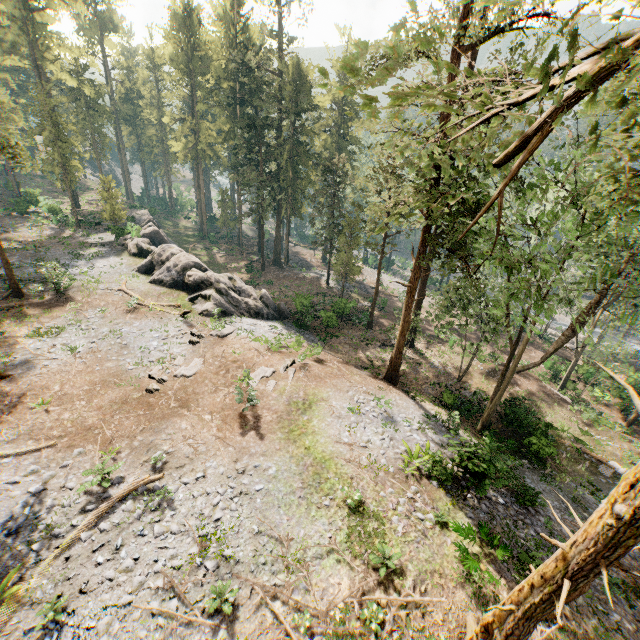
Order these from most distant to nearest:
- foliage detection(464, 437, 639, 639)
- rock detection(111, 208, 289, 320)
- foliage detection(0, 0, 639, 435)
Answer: rock detection(111, 208, 289, 320) → foliage detection(464, 437, 639, 639) → foliage detection(0, 0, 639, 435)

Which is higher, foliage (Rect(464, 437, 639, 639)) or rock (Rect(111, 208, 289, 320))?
foliage (Rect(464, 437, 639, 639))

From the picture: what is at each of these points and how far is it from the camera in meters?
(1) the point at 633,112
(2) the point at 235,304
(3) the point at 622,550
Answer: (1) foliage, 1.9
(2) rock, 28.2
(3) foliage, 5.5

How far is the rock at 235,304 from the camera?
26.95m

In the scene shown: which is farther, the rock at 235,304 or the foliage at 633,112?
the rock at 235,304

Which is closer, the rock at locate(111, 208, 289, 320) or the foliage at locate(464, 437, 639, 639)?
the foliage at locate(464, 437, 639, 639)

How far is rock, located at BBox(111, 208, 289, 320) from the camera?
27.0 meters
